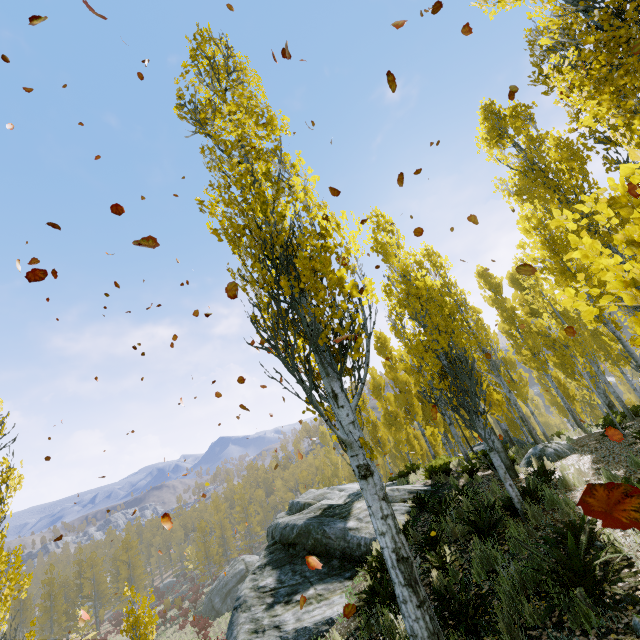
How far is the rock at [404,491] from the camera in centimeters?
990cm

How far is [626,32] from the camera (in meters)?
3.98

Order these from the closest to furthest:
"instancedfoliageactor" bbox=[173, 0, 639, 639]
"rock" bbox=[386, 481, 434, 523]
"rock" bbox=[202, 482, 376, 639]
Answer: "instancedfoliageactor" bbox=[173, 0, 639, 639], "rock" bbox=[202, 482, 376, 639], "rock" bbox=[386, 481, 434, 523]

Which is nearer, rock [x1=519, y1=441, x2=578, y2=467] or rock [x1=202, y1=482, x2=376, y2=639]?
rock [x1=202, y1=482, x2=376, y2=639]

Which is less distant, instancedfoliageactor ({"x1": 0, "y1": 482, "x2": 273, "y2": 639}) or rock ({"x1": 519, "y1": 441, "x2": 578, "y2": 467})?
instancedfoliageactor ({"x1": 0, "y1": 482, "x2": 273, "y2": 639})

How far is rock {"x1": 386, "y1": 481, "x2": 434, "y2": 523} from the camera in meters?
9.9
